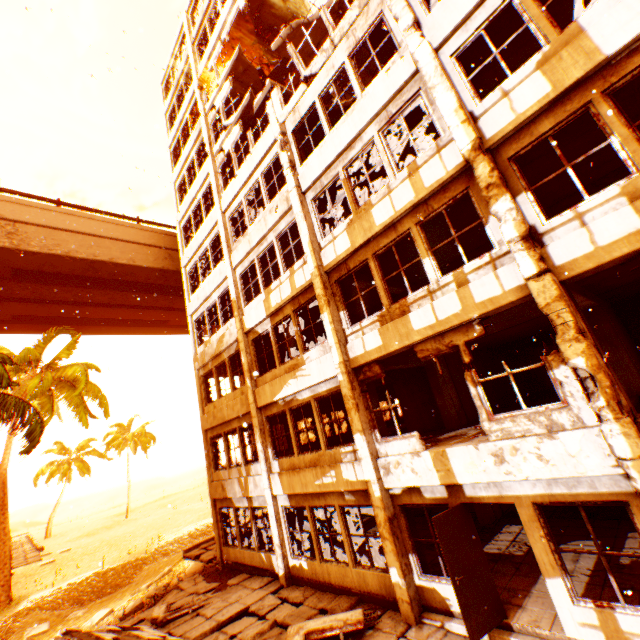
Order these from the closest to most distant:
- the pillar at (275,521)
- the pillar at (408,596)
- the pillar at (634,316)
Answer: the pillar at (408,596)
the pillar at (275,521)
the pillar at (634,316)

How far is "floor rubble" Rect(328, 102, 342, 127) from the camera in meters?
11.8 m

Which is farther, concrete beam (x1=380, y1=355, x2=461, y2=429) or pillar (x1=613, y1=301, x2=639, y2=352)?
pillar (x1=613, y1=301, x2=639, y2=352)

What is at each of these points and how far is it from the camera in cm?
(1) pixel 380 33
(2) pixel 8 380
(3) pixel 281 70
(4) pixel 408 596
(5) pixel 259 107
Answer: (1) floor rubble, 964
(2) rubble, 1010
(3) door, 1553
(4) pillar, 702
(5) floor rubble, 1321

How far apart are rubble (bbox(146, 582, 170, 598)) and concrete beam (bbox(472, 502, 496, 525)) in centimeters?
1326cm

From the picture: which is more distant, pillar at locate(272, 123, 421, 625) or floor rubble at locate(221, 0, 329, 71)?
floor rubble at locate(221, 0, 329, 71)

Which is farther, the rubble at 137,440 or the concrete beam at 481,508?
the rubble at 137,440

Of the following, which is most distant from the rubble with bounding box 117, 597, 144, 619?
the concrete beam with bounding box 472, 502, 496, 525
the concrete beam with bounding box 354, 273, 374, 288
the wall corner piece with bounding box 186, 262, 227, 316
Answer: the concrete beam with bounding box 354, 273, 374, 288
